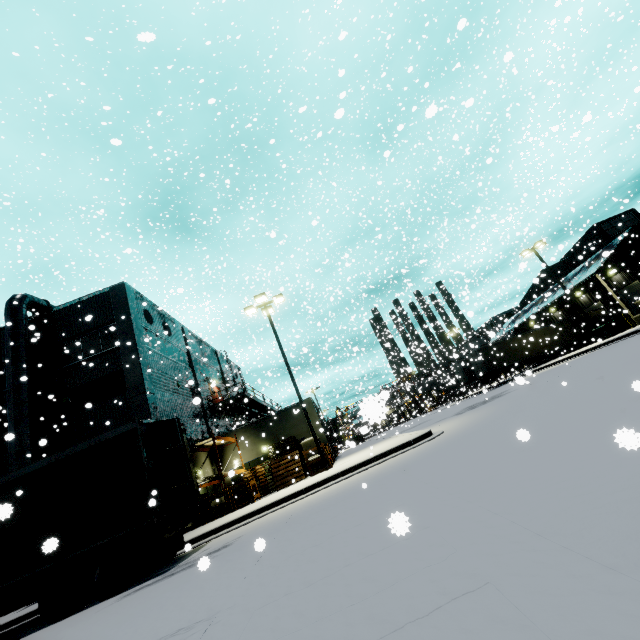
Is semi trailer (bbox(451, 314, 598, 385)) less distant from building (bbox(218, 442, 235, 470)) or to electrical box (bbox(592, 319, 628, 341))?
building (bbox(218, 442, 235, 470))

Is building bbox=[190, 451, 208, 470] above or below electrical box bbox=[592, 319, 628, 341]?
above

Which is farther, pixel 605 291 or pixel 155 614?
pixel 605 291

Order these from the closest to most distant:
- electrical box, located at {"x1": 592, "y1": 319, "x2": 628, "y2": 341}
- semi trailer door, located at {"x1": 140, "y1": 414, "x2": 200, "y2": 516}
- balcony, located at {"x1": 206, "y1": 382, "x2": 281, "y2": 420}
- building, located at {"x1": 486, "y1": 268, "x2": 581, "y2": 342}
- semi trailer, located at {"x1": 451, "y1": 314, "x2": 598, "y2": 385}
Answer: semi trailer door, located at {"x1": 140, "y1": 414, "x2": 200, "y2": 516}, electrical box, located at {"x1": 592, "y1": 319, "x2": 628, "y2": 341}, balcony, located at {"x1": 206, "y1": 382, "x2": 281, "y2": 420}, building, located at {"x1": 486, "y1": 268, "x2": 581, "y2": 342}, semi trailer, located at {"x1": 451, "y1": 314, "x2": 598, "y2": 385}

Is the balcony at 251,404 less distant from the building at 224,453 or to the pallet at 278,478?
the building at 224,453

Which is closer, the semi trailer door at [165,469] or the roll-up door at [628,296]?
the semi trailer door at [165,469]

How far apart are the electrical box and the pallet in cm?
2542

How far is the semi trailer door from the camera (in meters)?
8.90
